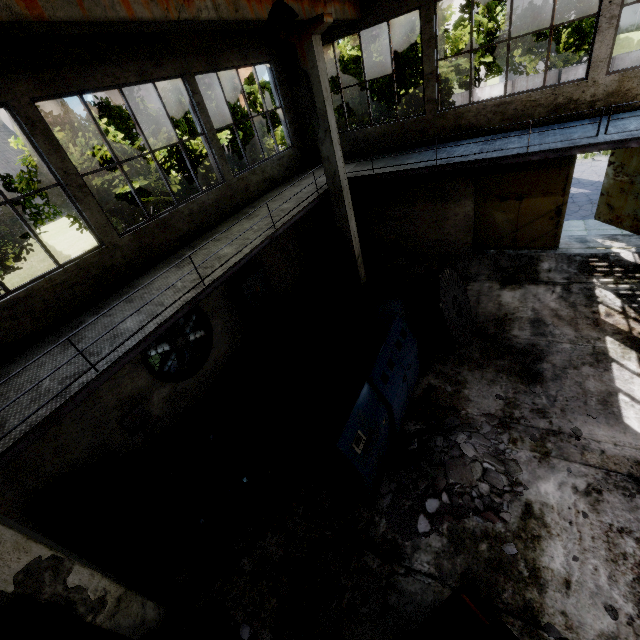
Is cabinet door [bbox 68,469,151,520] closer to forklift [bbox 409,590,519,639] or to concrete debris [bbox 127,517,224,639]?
concrete debris [bbox 127,517,224,639]

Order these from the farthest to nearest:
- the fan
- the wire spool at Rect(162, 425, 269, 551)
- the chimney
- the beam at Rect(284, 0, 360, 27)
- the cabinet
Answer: the chimney < the fan < the beam at Rect(284, 0, 360, 27) < the cabinet < the wire spool at Rect(162, 425, 269, 551)

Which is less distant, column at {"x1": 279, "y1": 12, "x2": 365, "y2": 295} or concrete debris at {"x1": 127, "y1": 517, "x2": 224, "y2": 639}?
concrete debris at {"x1": 127, "y1": 517, "x2": 224, "y2": 639}

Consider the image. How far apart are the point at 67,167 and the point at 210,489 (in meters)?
6.57

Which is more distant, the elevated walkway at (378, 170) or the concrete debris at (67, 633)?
the elevated walkway at (378, 170)

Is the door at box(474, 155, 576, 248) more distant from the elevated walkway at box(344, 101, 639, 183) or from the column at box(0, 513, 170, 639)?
the column at box(0, 513, 170, 639)

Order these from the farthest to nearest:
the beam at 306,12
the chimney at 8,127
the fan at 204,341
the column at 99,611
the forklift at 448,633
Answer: the chimney at 8,127, the fan at 204,341, the beam at 306,12, the column at 99,611, the forklift at 448,633

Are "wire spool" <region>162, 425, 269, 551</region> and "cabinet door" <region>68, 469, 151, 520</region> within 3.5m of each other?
yes
